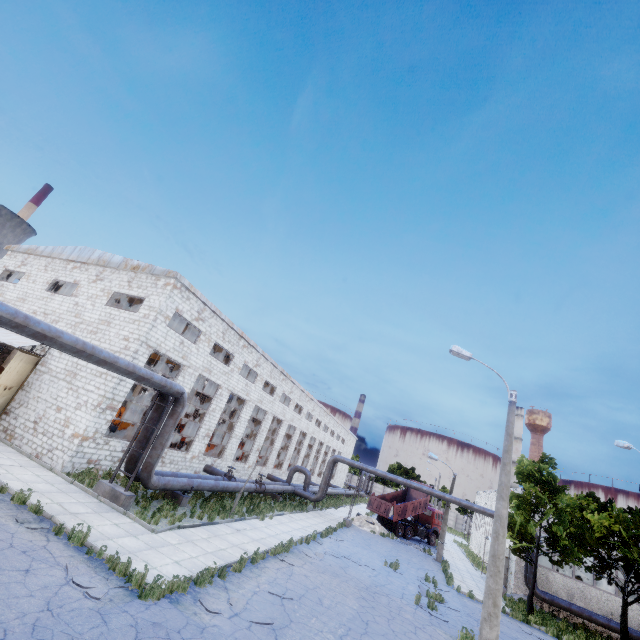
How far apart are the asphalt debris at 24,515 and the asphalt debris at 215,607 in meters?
5.1 m

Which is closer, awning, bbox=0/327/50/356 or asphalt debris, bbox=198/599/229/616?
asphalt debris, bbox=198/599/229/616

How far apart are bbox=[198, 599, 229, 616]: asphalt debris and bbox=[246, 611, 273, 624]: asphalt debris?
0.2m

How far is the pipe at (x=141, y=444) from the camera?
14.8 meters

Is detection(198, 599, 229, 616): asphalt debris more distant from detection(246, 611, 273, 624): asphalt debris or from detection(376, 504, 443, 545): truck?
detection(376, 504, 443, 545): truck

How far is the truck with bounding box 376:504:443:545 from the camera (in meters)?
33.25

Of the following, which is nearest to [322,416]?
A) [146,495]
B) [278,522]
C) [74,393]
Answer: [278,522]

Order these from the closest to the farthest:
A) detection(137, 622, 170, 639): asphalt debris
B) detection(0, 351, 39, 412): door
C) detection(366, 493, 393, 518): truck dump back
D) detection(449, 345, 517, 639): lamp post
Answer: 1. detection(137, 622, 170, 639): asphalt debris
2. detection(449, 345, 517, 639): lamp post
3. detection(0, 351, 39, 412): door
4. detection(366, 493, 393, 518): truck dump back
